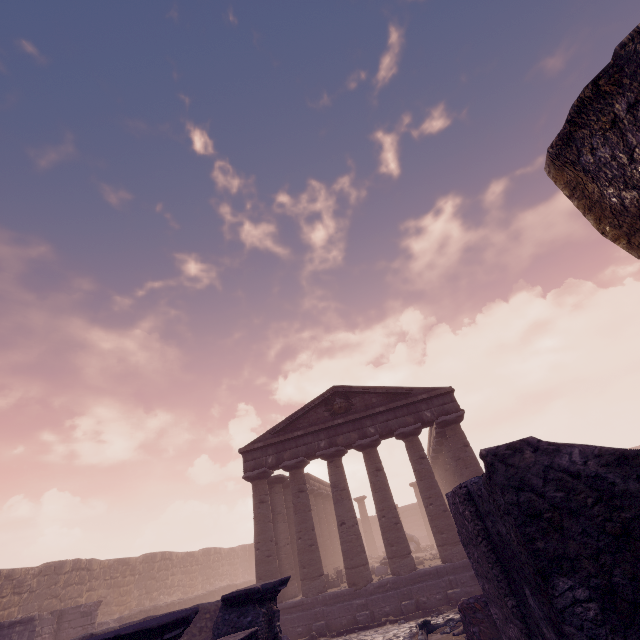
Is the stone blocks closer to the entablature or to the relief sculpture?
the entablature

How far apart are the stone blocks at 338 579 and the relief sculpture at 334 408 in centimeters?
767cm

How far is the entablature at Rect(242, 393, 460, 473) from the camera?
15.94m

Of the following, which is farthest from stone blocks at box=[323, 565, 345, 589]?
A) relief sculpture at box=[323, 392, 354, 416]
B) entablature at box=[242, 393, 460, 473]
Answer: relief sculpture at box=[323, 392, 354, 416]

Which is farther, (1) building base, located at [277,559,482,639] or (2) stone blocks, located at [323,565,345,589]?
(2) stone blocks, located at [323,565,345,589]

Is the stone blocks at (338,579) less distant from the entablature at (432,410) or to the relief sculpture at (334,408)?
the entablature at (432,410)

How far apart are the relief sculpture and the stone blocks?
7.7m

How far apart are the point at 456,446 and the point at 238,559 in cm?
3322
